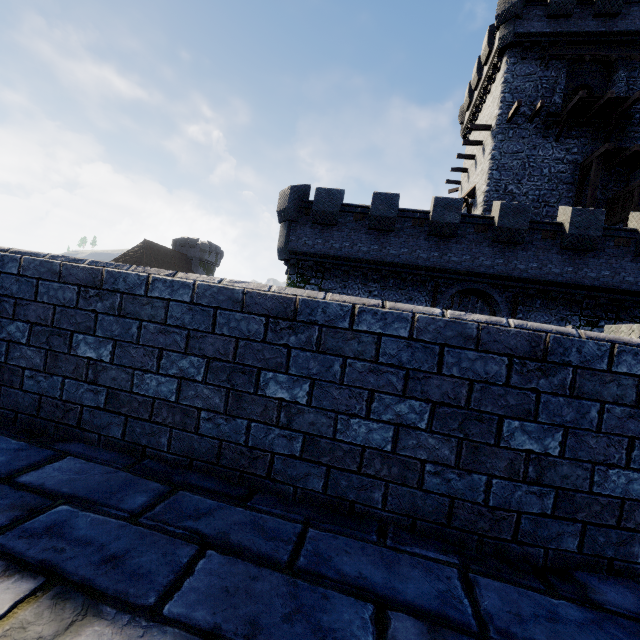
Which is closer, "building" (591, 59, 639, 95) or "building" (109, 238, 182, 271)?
"building" (591, 59, 639, 95)

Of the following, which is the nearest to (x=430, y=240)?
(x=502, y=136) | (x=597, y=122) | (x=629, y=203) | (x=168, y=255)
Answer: (x=502, y=136)

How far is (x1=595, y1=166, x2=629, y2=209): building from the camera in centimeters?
1900cm

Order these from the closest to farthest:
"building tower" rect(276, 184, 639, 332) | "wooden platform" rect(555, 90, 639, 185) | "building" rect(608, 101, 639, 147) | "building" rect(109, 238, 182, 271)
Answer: "building tower" rect(276, 184, 639, 332)
"wooden platform" rect(555, 90, 639, 185)
"building" rect(608, 101, 639, 147)
"building" rect(109, 238, 182, 271)

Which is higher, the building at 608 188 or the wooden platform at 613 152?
the wooden platform at 613 152

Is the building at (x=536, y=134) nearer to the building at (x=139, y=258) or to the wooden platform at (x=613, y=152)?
the wooden platform at (x=613, y=152)

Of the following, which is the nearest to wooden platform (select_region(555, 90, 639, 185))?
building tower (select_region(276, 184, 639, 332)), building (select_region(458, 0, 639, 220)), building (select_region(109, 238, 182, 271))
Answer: building (select_region(458, 0, 639, 220))

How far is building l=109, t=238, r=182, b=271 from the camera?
50.2m
